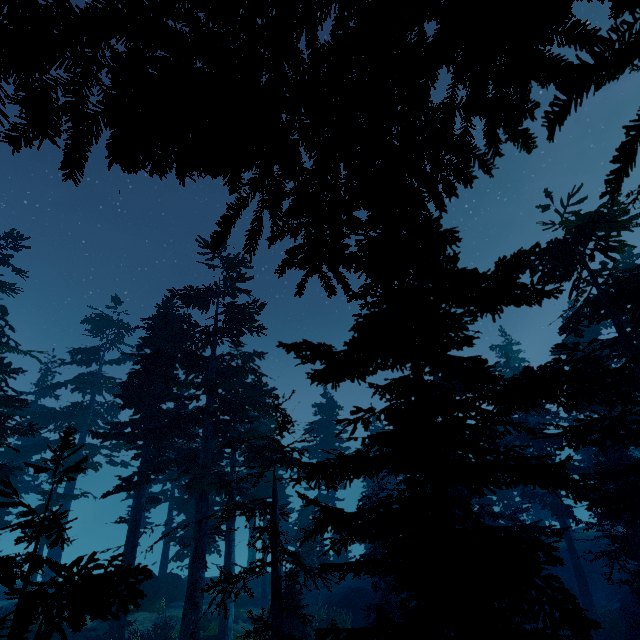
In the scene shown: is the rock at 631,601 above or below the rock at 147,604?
below

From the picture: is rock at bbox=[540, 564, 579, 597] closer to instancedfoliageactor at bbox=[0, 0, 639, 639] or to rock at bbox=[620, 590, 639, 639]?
instancedfoliageactor at bbox=[0, 0, 639, 639]

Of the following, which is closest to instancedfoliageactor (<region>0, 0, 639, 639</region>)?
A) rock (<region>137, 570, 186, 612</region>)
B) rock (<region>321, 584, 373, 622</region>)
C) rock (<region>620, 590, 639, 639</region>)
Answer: rock (<region>137, 570, 186, 612</region>)

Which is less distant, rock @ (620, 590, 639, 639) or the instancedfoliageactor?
the instancedfoliageactor

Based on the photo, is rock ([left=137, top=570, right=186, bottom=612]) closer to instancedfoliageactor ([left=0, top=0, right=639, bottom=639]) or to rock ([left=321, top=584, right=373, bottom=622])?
instancedfoliageactor ([left=0, top=0, right=639, bottom=639])

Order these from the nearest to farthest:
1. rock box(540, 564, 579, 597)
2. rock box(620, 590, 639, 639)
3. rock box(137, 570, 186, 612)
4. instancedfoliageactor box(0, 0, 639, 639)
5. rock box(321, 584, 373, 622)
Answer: instancedfoliageactor box(0, 0, 639, 639), rock box(620, 590, 639, 639), rock box(137, 570, 186, 612), rock box(321, 584, 373, 622), rock box(540, 564, 579, 597)

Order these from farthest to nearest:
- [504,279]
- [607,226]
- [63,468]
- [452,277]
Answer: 1. [63,468]
2. [607,226]
3. [452,277]
4. [504,279]

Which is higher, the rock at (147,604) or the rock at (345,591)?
the rock at (147,604)
